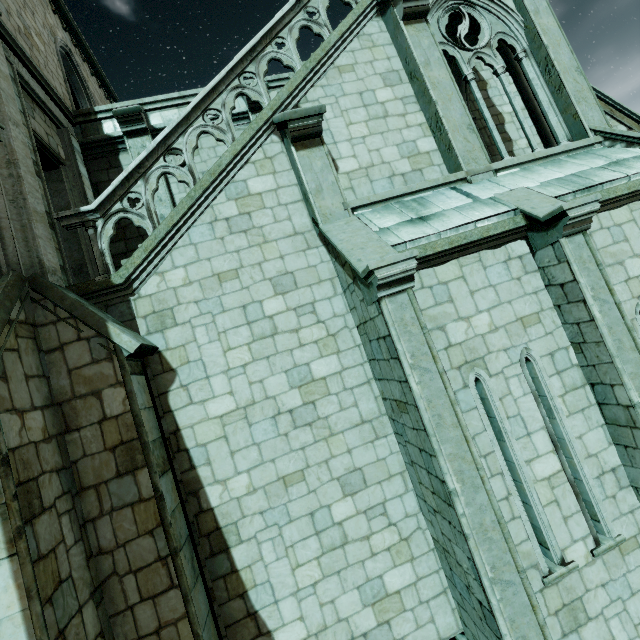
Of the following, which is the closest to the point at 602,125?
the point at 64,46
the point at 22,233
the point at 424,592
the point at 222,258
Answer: the point at 222,258
